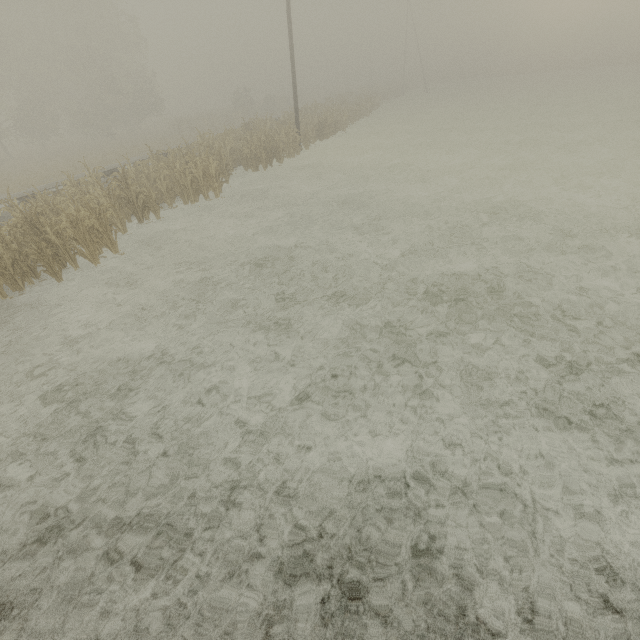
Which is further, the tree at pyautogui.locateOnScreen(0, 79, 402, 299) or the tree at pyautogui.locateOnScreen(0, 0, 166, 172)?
the tree at pyautogui.locateOnScreen(0, 0, 166, 172)

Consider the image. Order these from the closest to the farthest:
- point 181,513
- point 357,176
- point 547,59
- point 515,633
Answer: point 515,633 → point 181,513 → point 357,176 → point 547,59

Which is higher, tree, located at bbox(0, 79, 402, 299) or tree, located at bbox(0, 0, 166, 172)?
tree, located at bbox(0, 0, 166, 172)

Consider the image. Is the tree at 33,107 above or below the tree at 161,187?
above

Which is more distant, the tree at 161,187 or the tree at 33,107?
the tree at 33,107
